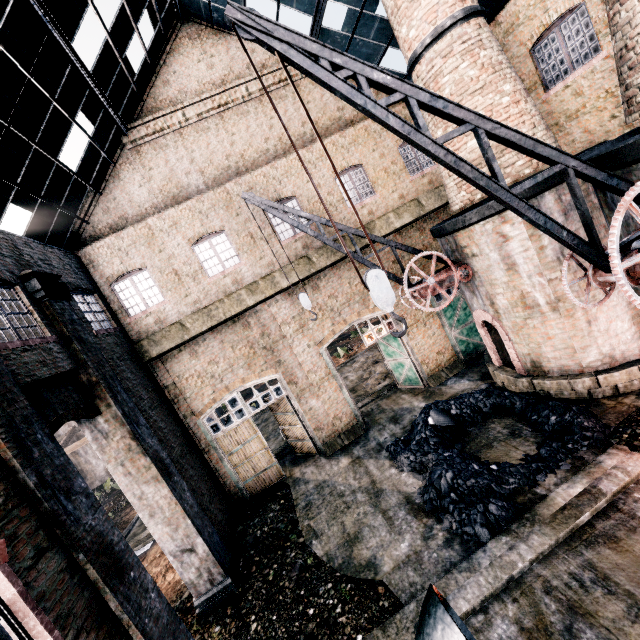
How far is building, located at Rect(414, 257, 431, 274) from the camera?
17.0 meters

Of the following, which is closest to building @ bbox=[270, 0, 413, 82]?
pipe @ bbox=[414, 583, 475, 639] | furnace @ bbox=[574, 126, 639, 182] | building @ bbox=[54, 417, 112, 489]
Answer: furnace @ bbox=[574, 126, 639, 182]

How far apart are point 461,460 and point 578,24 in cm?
1472

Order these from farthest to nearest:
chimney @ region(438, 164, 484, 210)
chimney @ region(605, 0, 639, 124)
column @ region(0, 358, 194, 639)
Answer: chimney @ region(438, 164, 484, 210), chimney @ region(605, 0, 639, 124), column @ region(0, 358, 194, 639)

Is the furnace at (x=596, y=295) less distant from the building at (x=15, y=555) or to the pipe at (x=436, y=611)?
the building at (x=15, y=555)

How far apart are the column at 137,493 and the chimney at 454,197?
13.6m

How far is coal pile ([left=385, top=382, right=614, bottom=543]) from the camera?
8.9m

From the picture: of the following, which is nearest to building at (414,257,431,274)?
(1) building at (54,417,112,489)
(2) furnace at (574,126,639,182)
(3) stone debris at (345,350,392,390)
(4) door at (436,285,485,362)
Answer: (4) door at (436,285,485,362)
